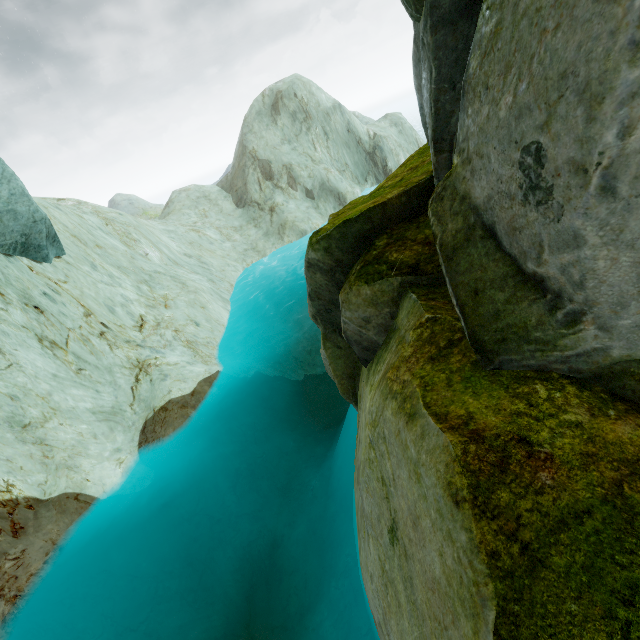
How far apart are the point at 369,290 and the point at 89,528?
13.1 meters

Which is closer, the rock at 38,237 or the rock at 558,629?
the rock at 558,629

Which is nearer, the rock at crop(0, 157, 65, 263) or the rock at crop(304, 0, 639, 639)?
the rock at crop(304, 0, 639, 639)
